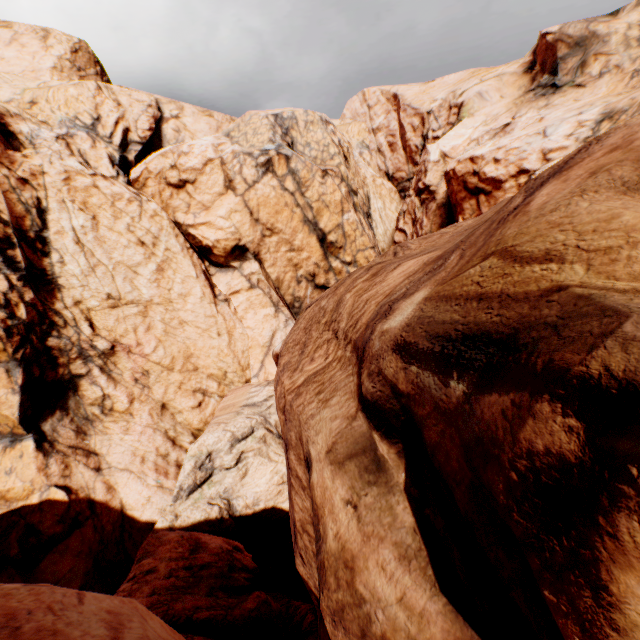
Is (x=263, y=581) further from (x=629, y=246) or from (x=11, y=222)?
(x=11, y=222)
